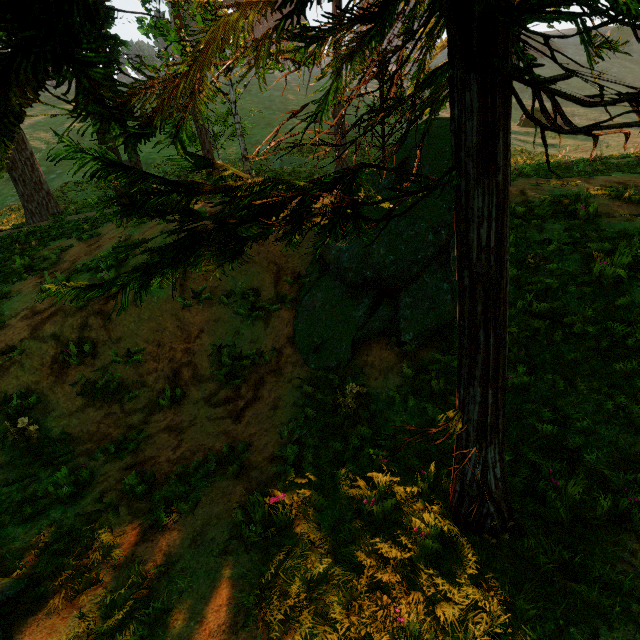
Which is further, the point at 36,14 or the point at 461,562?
the point at 461,562

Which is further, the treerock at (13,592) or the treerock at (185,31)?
the treerock at (13,592)

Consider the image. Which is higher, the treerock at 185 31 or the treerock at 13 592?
the treerock at 185 31

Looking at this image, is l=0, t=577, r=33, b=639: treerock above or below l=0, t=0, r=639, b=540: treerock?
below

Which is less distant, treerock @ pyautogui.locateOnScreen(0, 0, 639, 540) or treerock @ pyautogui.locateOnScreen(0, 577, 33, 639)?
treerock @ pyautogui.locateOnScreen(0, 0, 639, 540)
